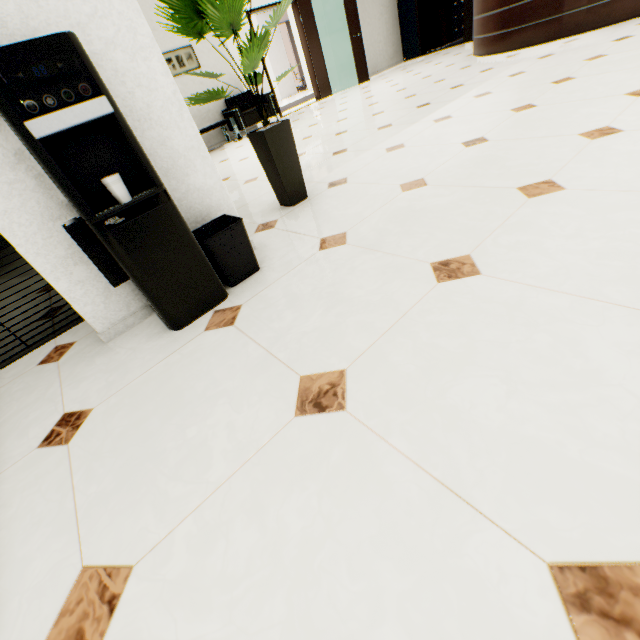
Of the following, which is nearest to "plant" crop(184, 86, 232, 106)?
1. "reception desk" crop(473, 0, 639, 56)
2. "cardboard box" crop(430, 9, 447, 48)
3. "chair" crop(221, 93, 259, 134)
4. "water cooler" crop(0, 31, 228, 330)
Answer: "water cooler" crop(0, 31, 228, 330)

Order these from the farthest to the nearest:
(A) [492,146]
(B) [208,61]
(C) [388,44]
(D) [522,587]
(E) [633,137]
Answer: (C) [388,44]
(B) [208,61]
(A) [492,146]
(E) [633,137]
(D) [522,587]

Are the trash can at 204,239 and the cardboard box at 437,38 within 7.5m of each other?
no

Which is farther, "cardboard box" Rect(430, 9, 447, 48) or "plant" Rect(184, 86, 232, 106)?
"cardboard box" Rect(430, 9, 447, 48)

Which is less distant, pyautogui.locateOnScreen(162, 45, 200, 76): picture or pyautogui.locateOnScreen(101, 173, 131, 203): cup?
pyautogui.locateOnScreen(101, 173, 131, 203): cup

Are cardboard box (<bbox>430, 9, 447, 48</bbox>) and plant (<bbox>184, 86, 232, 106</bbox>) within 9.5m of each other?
no

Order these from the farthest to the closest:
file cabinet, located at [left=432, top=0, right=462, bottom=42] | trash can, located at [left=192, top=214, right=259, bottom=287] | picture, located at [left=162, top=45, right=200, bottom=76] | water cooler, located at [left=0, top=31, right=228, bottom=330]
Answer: file cabinet, located at [left=432, top=0, right=462, bottom=42]
picture, located at [left=162, top=45, right=200, bottom=76]
trash can, located at [left=192, top=214, right=259, bottom=287]
water cooler, located at [left=0, top=31, right=228, bottom=330]

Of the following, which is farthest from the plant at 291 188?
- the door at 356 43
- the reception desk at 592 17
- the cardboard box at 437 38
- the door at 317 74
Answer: the cardboard box at 437 38
